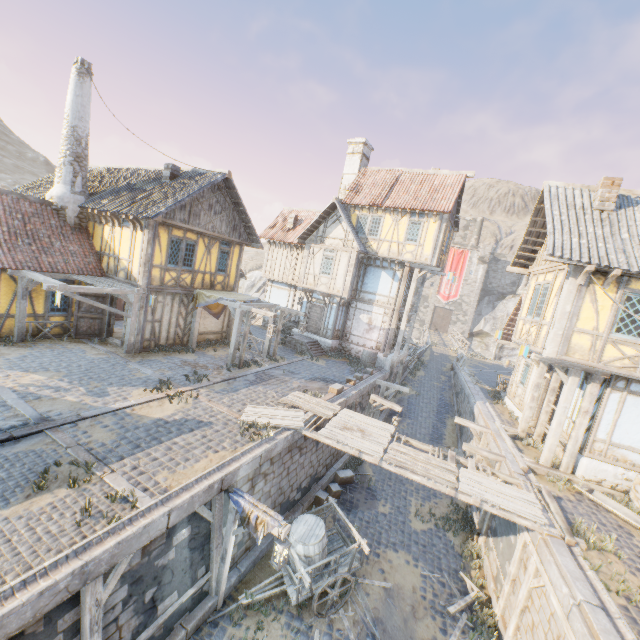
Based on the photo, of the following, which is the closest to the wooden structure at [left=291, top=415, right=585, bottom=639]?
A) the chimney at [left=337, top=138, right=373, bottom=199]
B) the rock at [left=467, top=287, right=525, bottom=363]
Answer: the chimney at [left=337, top=138, right=373, bottom=199]

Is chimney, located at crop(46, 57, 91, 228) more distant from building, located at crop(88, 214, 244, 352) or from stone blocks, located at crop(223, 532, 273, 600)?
stone blocks, located at crop(223, 532, 273, 600)

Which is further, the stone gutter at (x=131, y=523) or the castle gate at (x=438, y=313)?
the castle gate at (x=438, y=313)

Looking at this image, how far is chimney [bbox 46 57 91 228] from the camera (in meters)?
14.22

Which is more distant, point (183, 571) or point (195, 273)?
point (195, 273)

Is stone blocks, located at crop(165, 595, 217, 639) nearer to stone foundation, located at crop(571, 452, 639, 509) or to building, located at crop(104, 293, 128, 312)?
building, located at crop(104, 293, 128, 312)

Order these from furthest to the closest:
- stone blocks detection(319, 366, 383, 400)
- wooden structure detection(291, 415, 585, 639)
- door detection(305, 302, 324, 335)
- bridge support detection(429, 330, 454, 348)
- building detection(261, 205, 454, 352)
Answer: bridge support detection(429, 330, 454, 348), door detection(305, 302, 324, 335), building detection(261, 205, 454, 352), stone blocks detection(319, 366, 383, 400), wooden structure detection(291, 415, 585, 639)

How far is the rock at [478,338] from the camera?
47.36m
